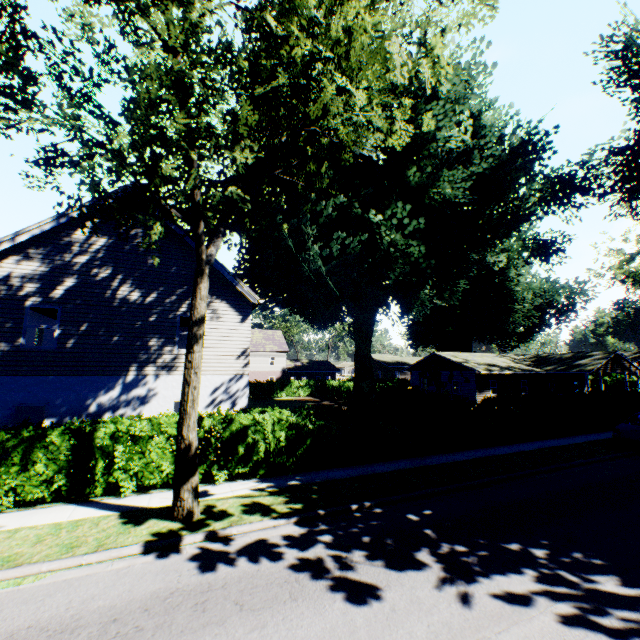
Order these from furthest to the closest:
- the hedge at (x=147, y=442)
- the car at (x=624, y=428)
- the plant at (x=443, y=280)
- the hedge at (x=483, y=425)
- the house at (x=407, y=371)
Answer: the house at (x=407, y=371)
the car at (x=624, y=428)
the hedge at (x=483, y=425)
the hedge at (x=147, y=442)
the plant at (x=443, y=280)

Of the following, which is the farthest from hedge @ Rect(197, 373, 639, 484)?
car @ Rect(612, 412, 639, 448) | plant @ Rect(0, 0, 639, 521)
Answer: car @ Rect(612, 412, 639, 448)

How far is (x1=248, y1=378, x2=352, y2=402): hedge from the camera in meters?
38.7

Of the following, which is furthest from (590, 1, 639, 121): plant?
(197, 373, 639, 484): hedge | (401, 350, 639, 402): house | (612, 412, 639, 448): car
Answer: (612, 412, 639, 448): car

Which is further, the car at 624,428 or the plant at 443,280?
the car at 624,428

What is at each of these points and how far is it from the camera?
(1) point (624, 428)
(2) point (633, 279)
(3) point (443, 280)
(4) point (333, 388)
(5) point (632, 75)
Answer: (1) car, 15.52m
(2) plant, 37.91m
(3) plant, 30.80m
(4) hedge, 41.31m
(5) plant, 19.42m

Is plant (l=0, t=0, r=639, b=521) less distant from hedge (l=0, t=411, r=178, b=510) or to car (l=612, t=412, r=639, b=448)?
hedge (l=0, t=411, r=178, b=510)
